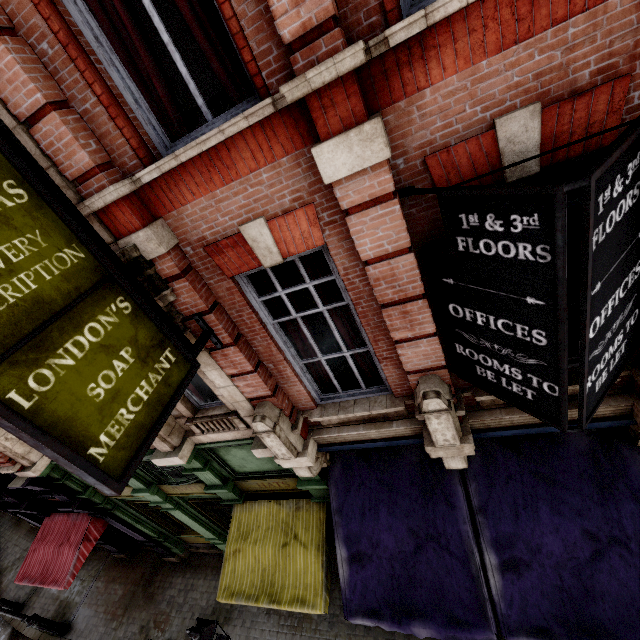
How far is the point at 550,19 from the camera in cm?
217

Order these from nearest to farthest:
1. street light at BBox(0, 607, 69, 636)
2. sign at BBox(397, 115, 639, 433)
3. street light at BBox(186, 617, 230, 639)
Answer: sign at BBox(397, 115, 639, 433)
street light at BBox(186, 617, 230, 639)
street light at BBox(0, 607, 69, 636)

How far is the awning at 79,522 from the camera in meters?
9.3

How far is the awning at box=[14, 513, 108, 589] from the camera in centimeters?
928cm

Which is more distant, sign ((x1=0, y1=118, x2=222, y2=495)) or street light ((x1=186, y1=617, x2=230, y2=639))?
street light ((x1=186, y1=617, x2=230, y2=639))

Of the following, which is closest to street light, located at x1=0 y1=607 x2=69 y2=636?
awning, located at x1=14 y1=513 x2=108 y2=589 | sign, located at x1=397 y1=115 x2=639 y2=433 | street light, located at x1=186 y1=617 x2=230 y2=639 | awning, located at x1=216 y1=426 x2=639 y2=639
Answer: awning, located at x1=14 y1=513 x2=108 y2=589

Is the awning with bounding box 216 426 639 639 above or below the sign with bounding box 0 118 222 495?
below

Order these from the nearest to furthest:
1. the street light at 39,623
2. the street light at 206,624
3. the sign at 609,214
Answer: the sign at 609,214, the street light at 206,624, the street light at 39,623
